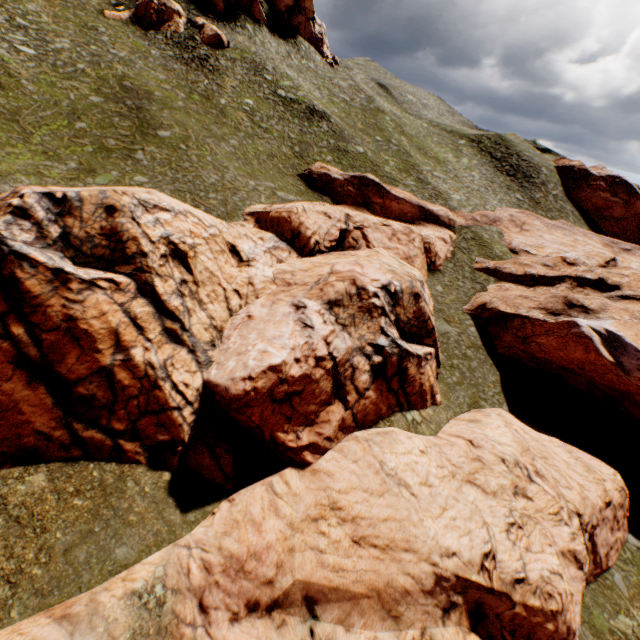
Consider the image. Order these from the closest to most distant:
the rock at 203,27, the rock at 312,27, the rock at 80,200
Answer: the rock at 80,200 → the rock at 203,27 → the rock at 312,27

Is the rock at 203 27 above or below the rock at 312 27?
below

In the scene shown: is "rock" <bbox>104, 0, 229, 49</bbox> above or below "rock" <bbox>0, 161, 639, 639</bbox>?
above

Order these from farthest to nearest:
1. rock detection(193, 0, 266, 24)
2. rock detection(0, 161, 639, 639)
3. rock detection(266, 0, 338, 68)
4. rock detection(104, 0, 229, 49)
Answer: rock detection(266, 0, 338, 68), rock detection(193, 0, 266, 24), rock detection(104, 0, 229, 49), rock detection(0, 161, 639, 639)

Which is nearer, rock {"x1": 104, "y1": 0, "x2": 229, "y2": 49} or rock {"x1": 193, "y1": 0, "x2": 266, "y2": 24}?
rock {"x1": 104, "y1": 0, "x2": 229, "y2": 49}

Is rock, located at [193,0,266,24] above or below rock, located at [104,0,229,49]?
above

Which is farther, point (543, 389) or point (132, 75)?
point (132, 75)
